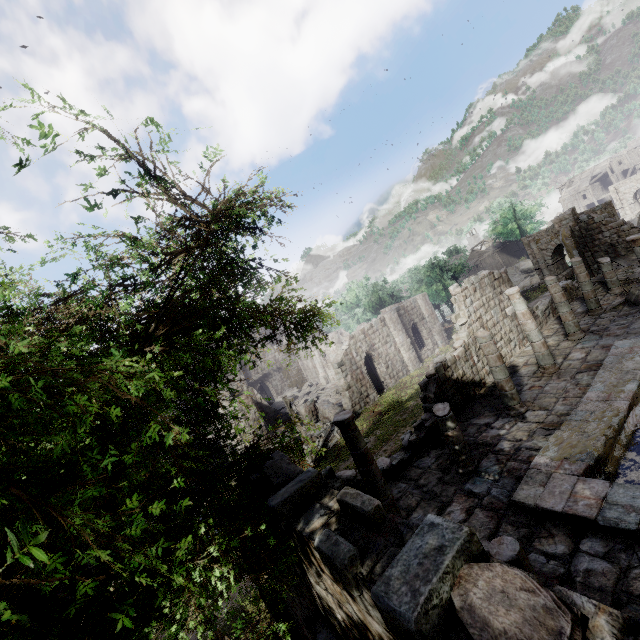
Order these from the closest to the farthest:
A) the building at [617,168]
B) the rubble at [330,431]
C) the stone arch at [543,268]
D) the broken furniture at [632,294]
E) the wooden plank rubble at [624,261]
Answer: the broken furniture at [632,294] < the wooden plank rubble at [624,261] < the rubble at [330,431] < the stone arch at [543,268] < the building at [617,168]

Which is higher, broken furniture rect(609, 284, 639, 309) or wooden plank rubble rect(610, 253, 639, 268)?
wooden plank rubble rect(610, 253, 639, 268)

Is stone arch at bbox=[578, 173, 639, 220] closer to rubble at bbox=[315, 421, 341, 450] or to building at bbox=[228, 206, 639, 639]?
building at bbox=[228, 206, 639, 639]

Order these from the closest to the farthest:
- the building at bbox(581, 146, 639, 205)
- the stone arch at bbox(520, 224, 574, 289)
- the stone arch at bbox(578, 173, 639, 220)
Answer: the stone arch at bbox(578, 173, 639, 220)
the stone arch at bbox(520, 224, 574, 289)
the building at bbox(581, 146, 639, 205)

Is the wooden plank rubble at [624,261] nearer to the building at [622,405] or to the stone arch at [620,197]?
the building at [622,405]

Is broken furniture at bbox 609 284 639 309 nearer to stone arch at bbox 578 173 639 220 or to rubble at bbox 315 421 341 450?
stone arch at bbox 578 173 639 220

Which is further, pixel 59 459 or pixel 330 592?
pixel 330 592

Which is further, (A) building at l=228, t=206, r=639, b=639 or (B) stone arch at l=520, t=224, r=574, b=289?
(B) stone arch at l=520, t=224, r=574, b=289
